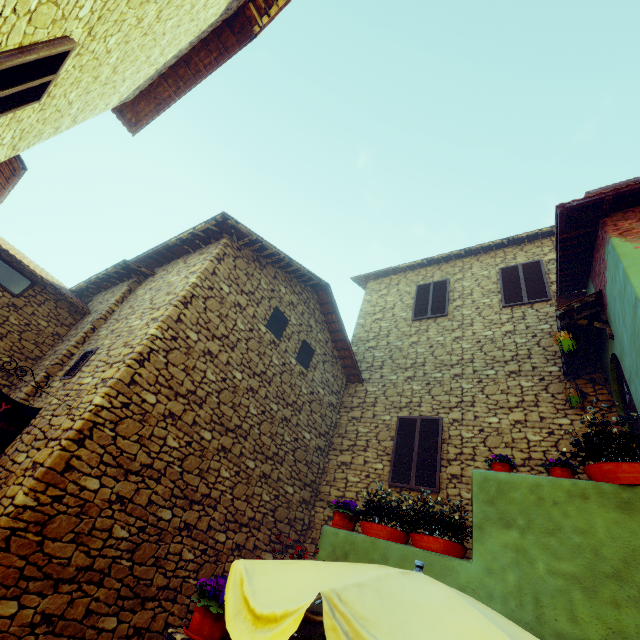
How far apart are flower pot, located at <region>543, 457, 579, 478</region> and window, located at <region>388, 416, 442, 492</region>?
3.2m

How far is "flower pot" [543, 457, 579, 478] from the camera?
3.7 meters

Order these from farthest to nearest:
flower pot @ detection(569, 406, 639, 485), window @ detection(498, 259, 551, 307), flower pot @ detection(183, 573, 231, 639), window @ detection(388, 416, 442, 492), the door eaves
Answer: window @ detection(498, 259, 551, 307)
window @ detection(388, 416, 442, 492)
the door eaves
flower pot @ detection(569, 406, 639, 485)
flower pot @ detection(183, 573, 231, 639)

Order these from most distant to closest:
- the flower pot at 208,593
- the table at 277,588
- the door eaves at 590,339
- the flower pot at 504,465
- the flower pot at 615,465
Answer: the door eaves at 590,339 → the flower pot at 504,465 → the flower pot at 615,465 → the flower pot at 208,593 → the table at 277,588

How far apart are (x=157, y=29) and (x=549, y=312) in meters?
9.7

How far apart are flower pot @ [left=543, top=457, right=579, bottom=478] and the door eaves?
2.7m

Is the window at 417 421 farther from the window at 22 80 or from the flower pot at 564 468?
the window at 22 80

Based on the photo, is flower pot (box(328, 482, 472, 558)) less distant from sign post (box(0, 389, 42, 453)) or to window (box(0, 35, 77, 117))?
sign post (box(0, 389, 42, 453))
